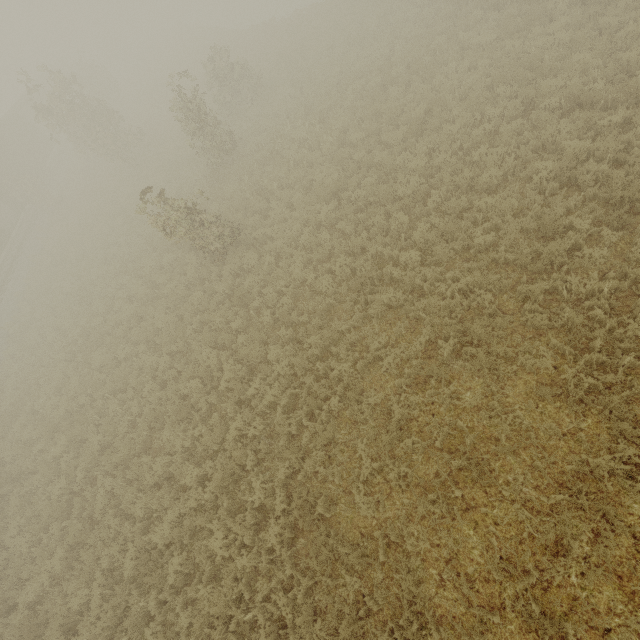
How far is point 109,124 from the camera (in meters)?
21.28
